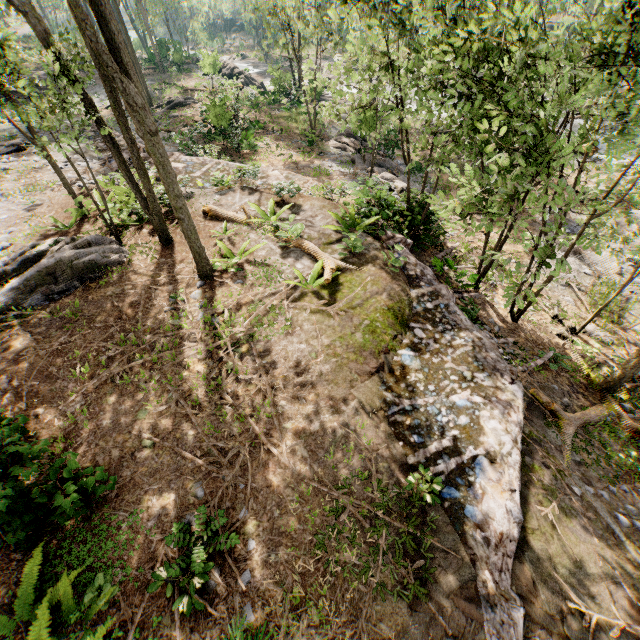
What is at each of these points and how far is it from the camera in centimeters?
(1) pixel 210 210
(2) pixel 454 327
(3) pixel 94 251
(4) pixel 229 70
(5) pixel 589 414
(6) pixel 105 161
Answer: (1) foliage, 1190cm
(2) ground embankment, 869cm
(3) foliage, 972cm
(4) rock, 3781cm
(5) foliage, 876cm
(6) ground embankment, 1675cm

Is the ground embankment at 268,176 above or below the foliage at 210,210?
below

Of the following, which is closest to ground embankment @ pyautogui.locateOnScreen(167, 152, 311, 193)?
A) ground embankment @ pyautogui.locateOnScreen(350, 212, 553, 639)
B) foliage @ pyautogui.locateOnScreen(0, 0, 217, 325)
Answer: foliage @ pyautogui.locateOnScreen(0, 0, 217, 325)

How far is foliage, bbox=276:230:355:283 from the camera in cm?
915

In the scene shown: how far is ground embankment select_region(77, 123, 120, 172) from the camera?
16.17m

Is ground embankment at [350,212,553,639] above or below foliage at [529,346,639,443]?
above

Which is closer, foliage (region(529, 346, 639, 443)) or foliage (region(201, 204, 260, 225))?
foliage (region(529, 346, 639, 443))

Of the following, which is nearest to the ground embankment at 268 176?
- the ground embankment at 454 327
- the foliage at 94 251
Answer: the foliage at 94 251
